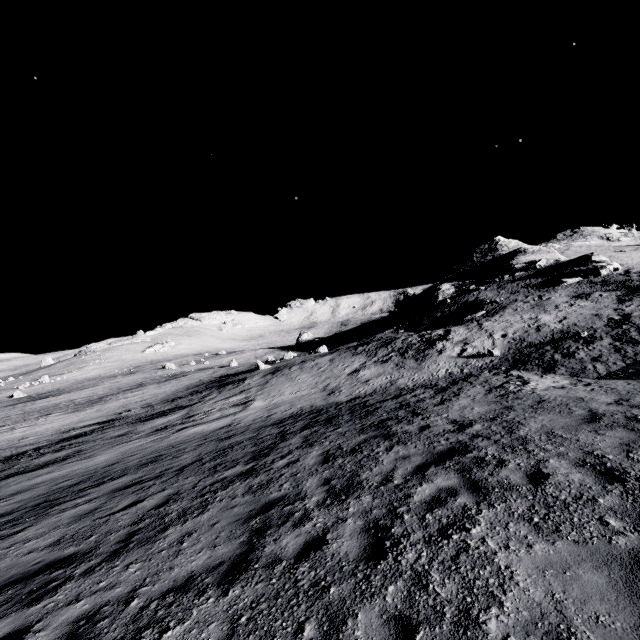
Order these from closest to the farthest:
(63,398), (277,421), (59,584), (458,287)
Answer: (59,584), (277,421), (63,398), (458,287)

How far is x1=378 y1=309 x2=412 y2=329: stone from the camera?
53.53m

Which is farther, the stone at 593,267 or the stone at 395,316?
the stone at 395,316

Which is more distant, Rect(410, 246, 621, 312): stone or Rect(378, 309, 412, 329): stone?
Rect(378, 309, 412, 329): stone

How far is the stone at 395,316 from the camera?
53.5 meters

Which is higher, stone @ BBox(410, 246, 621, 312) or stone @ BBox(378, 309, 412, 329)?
stone @ BBox(410, 246, 621, 312)
